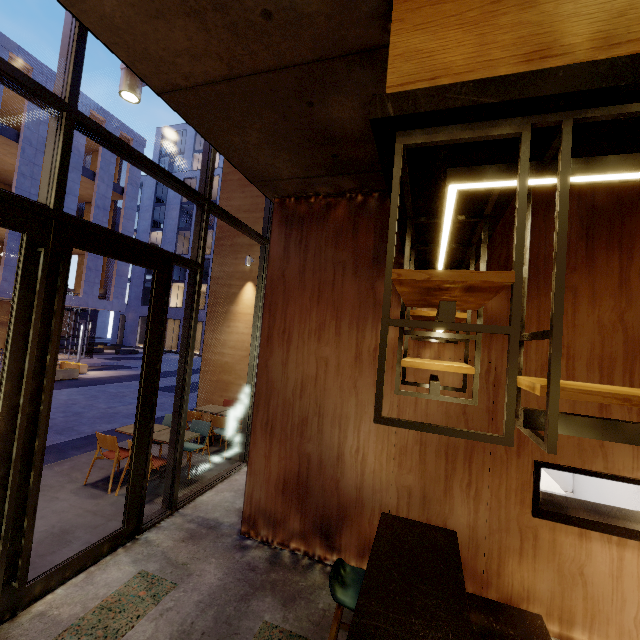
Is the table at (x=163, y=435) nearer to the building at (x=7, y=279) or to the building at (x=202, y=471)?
the building at (x=202, y=471)

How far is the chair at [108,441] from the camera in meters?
5.0

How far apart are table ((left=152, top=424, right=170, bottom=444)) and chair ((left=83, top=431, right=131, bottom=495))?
0.35m

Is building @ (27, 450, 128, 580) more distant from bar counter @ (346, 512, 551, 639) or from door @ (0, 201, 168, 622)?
bar counter @ (346, 512, 551, 639)

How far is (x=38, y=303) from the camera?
2.79m

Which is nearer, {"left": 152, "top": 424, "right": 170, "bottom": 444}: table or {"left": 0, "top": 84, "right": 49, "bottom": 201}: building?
{"left": 152, "top": 424, "right": 170, "bottom": 444}: table

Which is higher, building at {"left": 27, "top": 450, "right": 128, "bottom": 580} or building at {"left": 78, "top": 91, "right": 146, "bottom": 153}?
building at {"left": 78, "top": 91, "right": 146, "bottom": 153}

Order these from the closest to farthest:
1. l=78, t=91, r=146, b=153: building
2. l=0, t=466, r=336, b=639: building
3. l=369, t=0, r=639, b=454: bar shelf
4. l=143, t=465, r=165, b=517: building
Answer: l=369, t=0, r=639, b=454: bar shelf, l=0, t=466, r=336, b=639: building, l=143, t=465, r=165, b=517: building, l=78, t=91, r=146, b=153: building
